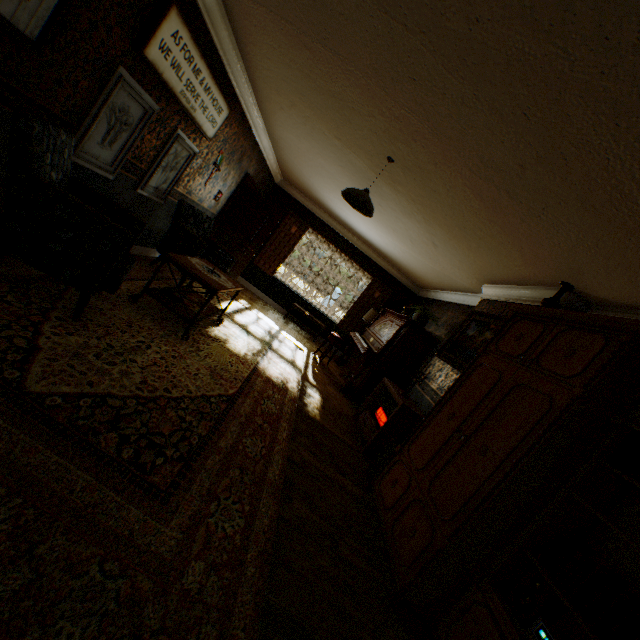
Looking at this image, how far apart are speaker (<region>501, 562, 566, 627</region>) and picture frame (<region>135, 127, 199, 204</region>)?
5.5 meters

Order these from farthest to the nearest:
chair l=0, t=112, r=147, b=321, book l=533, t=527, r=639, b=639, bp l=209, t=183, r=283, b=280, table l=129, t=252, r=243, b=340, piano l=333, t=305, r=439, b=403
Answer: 1. bp l=209, t=183, r=283, b=280
2. piano l=333, t=305, r=439, b=403
3. table l=129, t=252, r=243, b=340
4. chair l=0, t=112, r=147, b=321
5. book l=533, t=527, r=639, b=639

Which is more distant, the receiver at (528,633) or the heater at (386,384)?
the heater at (386,384)

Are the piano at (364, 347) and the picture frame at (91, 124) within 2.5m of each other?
no

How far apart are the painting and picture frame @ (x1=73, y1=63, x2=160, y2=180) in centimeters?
501cm

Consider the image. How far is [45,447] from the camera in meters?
1.6 m

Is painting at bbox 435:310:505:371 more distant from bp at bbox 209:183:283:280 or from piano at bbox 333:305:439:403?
bp at bbox 209:183:283:280

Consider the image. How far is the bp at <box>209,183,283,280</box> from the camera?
7.4m
